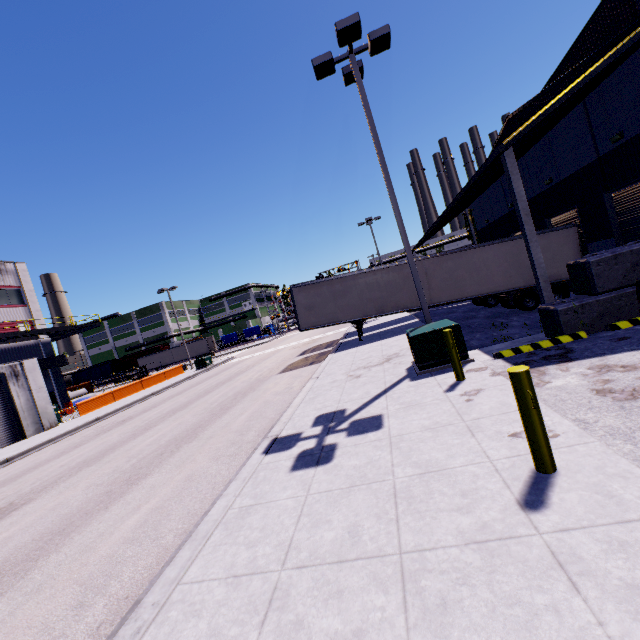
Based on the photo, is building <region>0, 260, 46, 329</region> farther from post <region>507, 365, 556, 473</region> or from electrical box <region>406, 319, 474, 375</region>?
post <region>507, 365, 556, 473</region>

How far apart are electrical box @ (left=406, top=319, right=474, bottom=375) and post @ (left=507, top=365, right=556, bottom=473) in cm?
465

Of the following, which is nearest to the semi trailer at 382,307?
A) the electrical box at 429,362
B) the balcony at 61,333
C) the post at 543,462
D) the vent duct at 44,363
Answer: the vent duct at 44,363

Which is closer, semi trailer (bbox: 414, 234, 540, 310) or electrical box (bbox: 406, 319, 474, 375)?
electrical box (bbox: 406, 319, 474, 375)

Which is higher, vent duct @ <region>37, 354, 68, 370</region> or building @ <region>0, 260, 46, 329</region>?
building @ <region>0, 260, 46, 329</region>

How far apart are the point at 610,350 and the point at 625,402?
2.71m

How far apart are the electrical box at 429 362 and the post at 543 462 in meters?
4.7 m

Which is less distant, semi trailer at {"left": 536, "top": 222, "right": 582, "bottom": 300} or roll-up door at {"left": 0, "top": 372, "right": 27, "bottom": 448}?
semi trailer at {"left": 536, "top": 222, "right": 582, "bottom": 300}
